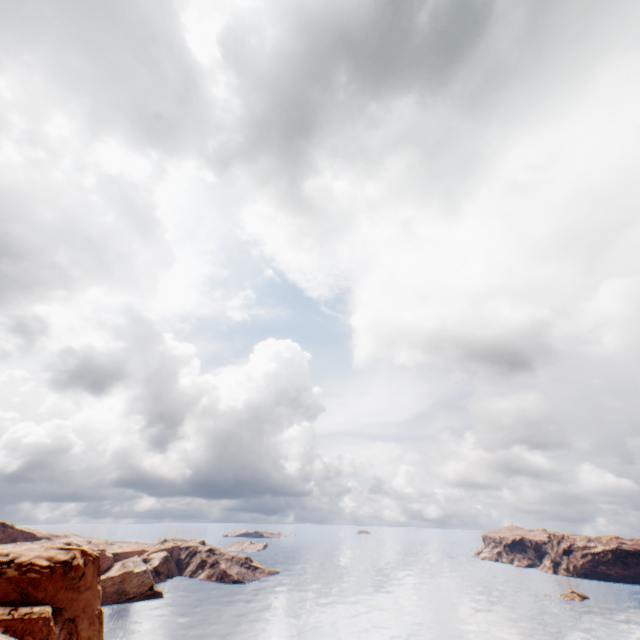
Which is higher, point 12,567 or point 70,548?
point 70,548
